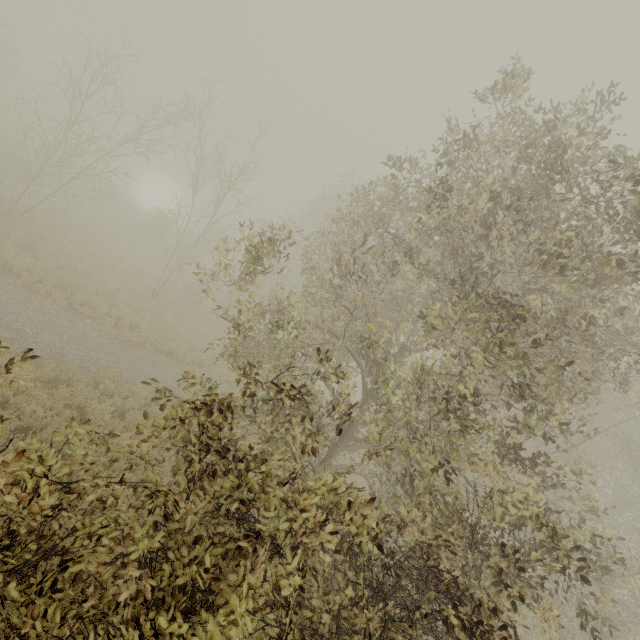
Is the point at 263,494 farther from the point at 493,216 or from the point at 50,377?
the point at 50,377
